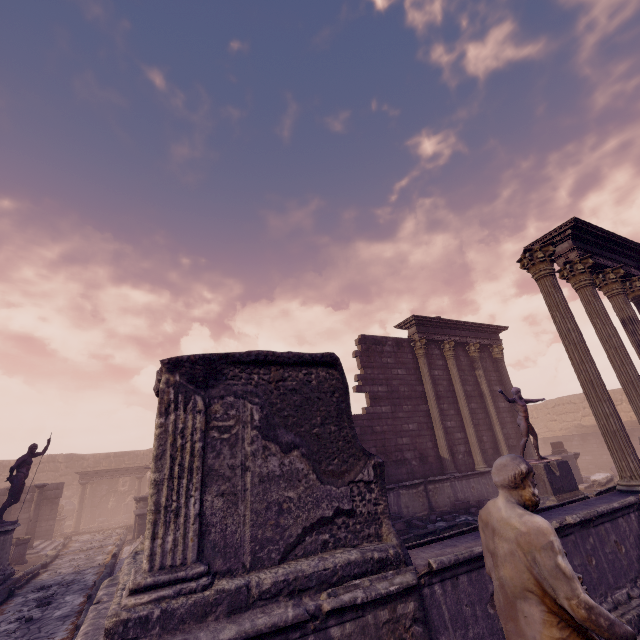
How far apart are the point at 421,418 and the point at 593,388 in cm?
684

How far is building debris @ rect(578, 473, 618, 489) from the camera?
13.08m

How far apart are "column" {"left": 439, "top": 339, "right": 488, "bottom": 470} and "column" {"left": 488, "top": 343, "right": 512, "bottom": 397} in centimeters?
251cm

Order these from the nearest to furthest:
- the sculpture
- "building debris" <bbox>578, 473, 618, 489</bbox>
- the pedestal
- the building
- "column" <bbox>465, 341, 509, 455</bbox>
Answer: the pedestal → the building → the sculpture → "building debris" <bbox>578, 473, 618, 489</bbox> → "column" <bbox>465, 341, 509, 455</bbox>

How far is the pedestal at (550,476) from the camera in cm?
877

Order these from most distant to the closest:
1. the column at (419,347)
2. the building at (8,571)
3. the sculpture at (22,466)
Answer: the column at (419,347) < the sculpture at (22,466) < the building at (8,571)

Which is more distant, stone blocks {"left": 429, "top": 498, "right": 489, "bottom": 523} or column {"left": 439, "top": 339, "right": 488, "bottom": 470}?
column {"left": 439, "top": 339, "right": 488, "bottom": 470}

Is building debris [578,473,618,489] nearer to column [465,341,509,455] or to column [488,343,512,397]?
column [488,343,512,397]
